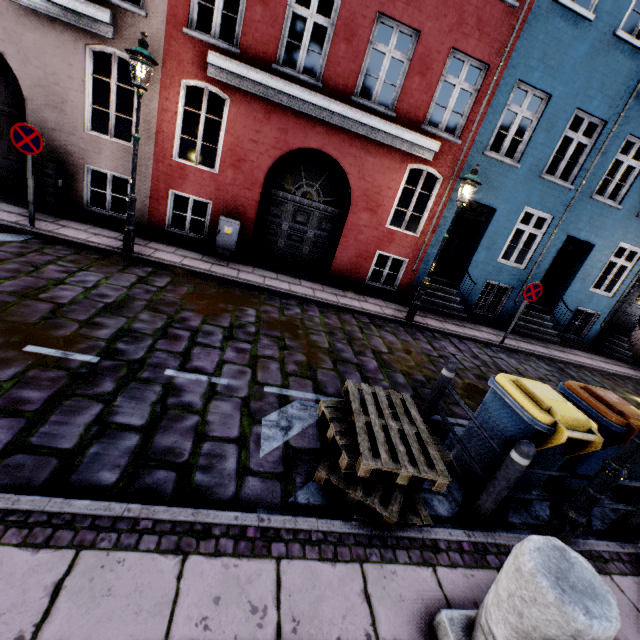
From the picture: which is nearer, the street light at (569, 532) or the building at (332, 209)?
the street light at (569, 532)

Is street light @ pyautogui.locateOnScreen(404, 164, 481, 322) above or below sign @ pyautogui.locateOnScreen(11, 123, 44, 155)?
above

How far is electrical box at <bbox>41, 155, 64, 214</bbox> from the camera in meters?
7.5 m

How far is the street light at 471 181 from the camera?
7.2 meters

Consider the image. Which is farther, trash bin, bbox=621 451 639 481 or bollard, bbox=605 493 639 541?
trash bin, bbox=621 451 639 481

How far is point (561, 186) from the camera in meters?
9.6

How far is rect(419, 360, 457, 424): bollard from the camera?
4.19m

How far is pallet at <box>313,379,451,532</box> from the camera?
2.8m
